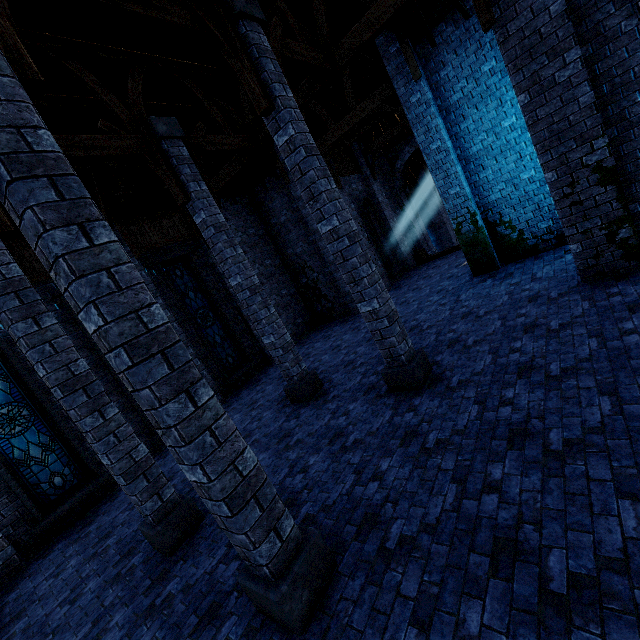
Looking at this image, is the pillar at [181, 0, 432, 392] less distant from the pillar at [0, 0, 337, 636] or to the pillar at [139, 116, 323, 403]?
the pillar at [0, 0, 337, 636]

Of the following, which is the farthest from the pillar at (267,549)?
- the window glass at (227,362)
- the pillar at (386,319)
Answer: the window glass at (227,362)

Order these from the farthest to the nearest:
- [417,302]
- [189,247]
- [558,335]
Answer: [189,247], [417,302], [558,335]

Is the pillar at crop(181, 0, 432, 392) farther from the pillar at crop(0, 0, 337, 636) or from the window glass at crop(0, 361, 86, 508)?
the window glass at crop(0, 361, 86, 508)

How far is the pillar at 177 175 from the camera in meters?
7.0

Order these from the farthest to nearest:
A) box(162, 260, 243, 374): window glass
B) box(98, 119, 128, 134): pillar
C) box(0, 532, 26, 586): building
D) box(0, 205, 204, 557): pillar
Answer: box(162, 260, 243, 374): window glass < box(0, 532, 26, 586): building < box(98, 119, 128, 134): pillar < box(0, 205, 204, 557): pillar

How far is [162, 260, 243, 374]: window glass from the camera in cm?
1192

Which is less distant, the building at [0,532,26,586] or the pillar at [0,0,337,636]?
the pillar at [0,0,337,636]
